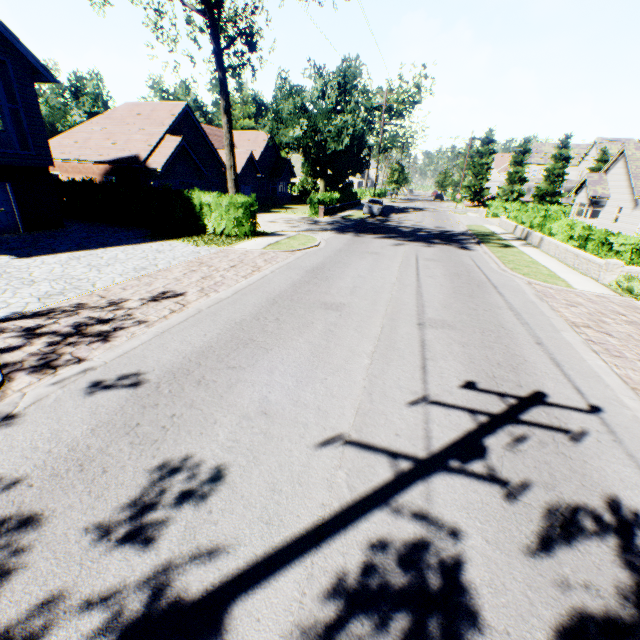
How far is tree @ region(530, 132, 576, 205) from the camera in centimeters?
4975cm

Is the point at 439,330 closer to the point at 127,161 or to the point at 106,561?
the point at 106,561

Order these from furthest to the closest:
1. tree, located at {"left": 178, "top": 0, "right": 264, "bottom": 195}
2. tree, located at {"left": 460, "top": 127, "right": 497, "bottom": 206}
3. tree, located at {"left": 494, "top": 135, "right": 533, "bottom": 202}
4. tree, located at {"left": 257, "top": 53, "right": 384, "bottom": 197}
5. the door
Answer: tree, located at {"left": 460, "top": 127, "right": 497, "bottom": 206} < tree, located at {"left": 494, "top": 135, "right": 533, "bottom": 202} < tree, located at {"left": 257, "top": 53, "right": 384, "bottom": 197} < the door < tree, located at {"left": 178, "top": 0, "right": 264, "bottom": 195}

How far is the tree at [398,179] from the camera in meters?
56.6 m

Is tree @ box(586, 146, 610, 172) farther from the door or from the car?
the door

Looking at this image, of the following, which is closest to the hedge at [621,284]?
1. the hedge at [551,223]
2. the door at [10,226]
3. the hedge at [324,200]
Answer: the hedge at [551,223]

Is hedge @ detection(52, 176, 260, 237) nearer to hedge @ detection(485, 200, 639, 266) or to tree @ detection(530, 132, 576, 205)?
tree @ detection(530, 132, 576, 205)

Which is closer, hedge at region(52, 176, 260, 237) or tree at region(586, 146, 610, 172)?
hedge at region(52, 176, 260, 237)
